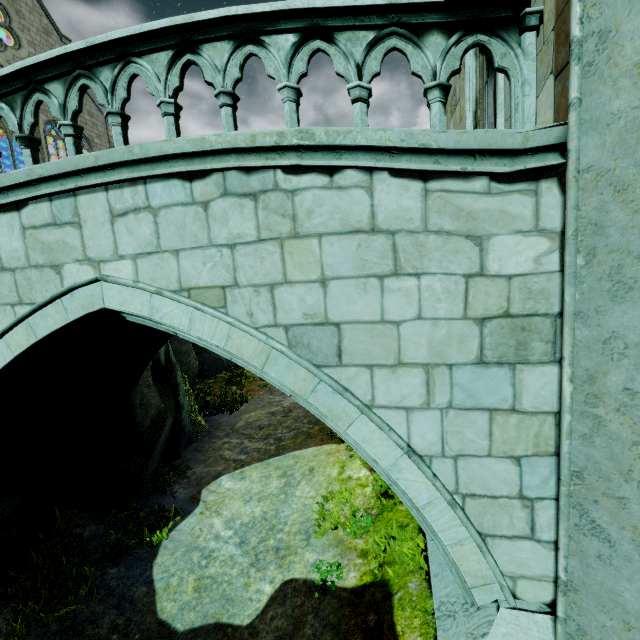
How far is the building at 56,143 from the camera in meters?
24.2

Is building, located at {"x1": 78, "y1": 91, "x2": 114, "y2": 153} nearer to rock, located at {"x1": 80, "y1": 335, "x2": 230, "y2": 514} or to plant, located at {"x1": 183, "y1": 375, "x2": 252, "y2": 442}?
rock, located at {"x1": 80, "y1": 335, "x2": 230, "y2": 514}

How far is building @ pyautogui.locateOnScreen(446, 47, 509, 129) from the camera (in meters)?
3.85

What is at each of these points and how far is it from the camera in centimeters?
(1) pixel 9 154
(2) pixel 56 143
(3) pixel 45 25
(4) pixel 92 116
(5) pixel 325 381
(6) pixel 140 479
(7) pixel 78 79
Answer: (1) building, 3180cm
(2) building, 2542cm
(3) building, 2489cm
(4) building, 2847cm
(5) bridge, 314cm
(6) rock, 767cm
(7) bridge railing, 358cm

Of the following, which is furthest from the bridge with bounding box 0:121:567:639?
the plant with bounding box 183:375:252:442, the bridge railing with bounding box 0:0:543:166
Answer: the plant with bounding box 183:375:252:442

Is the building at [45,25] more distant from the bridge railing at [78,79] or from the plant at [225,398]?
the plant at [225,398]

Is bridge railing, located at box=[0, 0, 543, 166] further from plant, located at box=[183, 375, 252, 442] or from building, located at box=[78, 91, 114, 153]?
plant, located at box=[183, 375, 252, 442]
